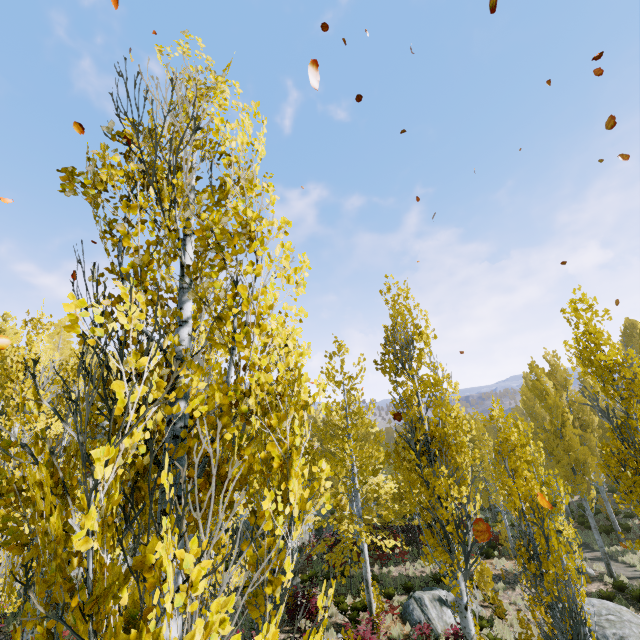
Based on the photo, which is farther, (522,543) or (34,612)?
(522,543)

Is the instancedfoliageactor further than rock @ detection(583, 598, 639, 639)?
No

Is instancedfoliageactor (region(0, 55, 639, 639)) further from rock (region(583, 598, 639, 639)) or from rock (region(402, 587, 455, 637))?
rock (region(583, 598, 639, 639))

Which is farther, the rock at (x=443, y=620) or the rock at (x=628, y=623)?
the rock at (x=443, y=620)

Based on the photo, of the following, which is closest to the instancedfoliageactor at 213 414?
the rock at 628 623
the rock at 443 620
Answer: the rock at 443 620

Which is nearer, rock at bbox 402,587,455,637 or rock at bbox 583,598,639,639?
rock at bbox 583,598,639,639

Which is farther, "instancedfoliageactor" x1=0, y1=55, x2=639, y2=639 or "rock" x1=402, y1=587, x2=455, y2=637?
"rock" x1=402, y1=587, x2=455, y2=637
